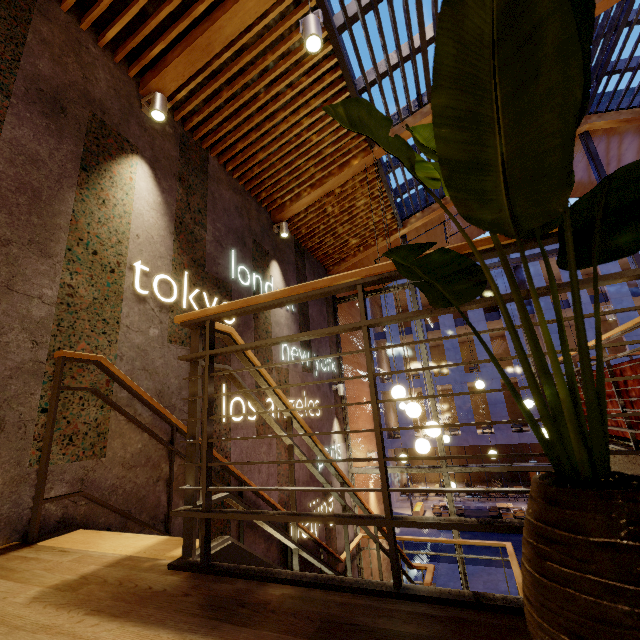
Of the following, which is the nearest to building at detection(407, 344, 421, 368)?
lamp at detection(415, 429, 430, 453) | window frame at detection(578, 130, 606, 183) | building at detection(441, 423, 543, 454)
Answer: building at detection(441, 423, 543, 454)

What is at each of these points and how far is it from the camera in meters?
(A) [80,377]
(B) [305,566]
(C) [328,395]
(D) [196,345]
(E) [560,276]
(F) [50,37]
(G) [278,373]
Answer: (A) building, 2.4
(B) building, 4.8
(C) building, 6.8
(D) stairs, 1.7
(E) building, 26.3
(F) building, 2.7
(G) building, 5.1

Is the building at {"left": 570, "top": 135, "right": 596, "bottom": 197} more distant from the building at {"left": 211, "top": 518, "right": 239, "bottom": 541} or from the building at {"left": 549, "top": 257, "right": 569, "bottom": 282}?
the building at {"left": 549, "top": 257, "right": 569, "bottom": 282}

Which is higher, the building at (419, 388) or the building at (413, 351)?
the building at (413, 351)

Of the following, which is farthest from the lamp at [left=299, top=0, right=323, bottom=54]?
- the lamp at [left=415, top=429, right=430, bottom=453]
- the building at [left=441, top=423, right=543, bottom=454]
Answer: the building at [left=441, top=423, right=543, bottom=454]

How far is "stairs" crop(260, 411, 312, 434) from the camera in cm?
222

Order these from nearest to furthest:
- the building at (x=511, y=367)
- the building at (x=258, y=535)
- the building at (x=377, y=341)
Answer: the building at (x=258, y=535) → the building at (x=511, y=367) → the building at (x=377, y=341)
